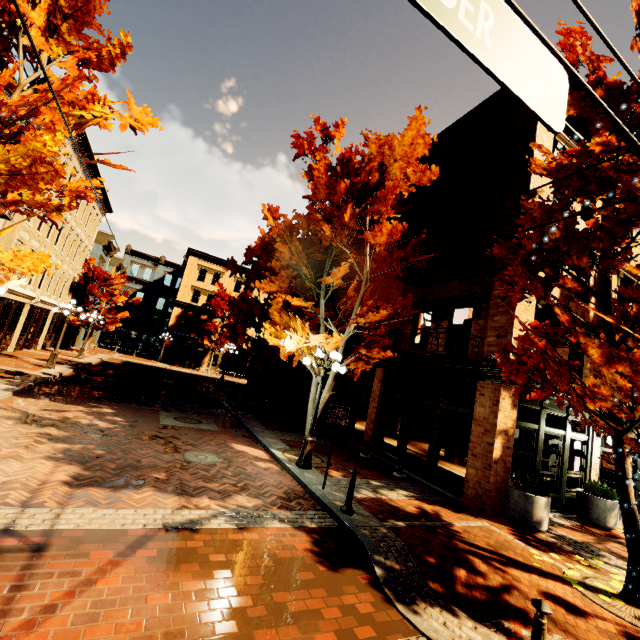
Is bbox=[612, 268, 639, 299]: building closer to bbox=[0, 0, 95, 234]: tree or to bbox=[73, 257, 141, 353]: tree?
bbox=[0, 0, 95, 234]: tree

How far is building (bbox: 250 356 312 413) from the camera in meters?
20.8

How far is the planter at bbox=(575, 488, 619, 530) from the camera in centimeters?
957cm

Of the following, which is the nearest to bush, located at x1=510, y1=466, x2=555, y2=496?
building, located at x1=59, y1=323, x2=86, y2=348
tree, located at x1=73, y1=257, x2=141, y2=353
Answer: tree, located at x1=73, y1=257, x2=141, y2=353

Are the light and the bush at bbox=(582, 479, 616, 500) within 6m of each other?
no

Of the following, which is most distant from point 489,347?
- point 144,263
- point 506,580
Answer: point 144,263

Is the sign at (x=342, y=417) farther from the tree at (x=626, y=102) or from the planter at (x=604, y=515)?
the planter at (x=604, y=515)

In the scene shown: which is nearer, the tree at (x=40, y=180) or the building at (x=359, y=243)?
the tree at (x=40, y=180)
